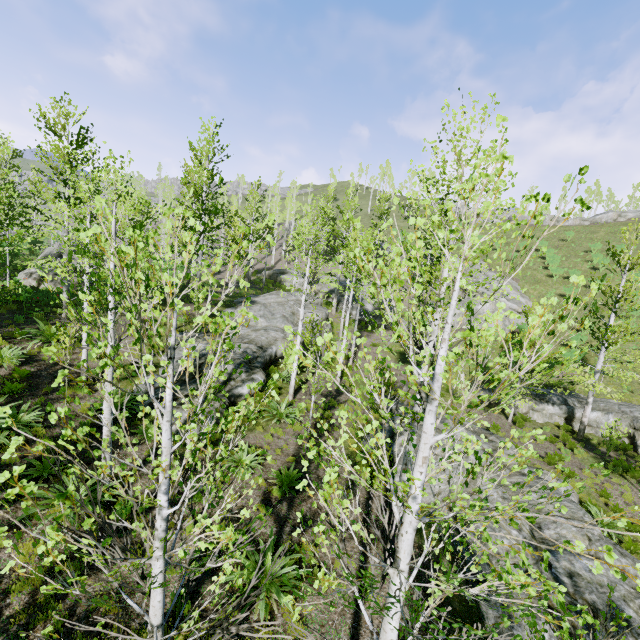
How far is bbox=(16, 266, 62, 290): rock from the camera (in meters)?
18.61

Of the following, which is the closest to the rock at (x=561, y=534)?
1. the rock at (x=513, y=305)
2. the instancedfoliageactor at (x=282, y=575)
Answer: the instancedfoliageactor at (x=282, y=575)

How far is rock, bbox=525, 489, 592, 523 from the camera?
10.1m

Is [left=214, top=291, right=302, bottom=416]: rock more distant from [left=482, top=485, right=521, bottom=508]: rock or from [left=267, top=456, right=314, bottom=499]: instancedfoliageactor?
[left=482, top=485, right=521, bottom=508]: rock

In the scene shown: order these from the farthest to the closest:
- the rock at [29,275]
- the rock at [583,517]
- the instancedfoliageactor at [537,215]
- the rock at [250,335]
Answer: the rock at [29,275]
the rock at [250,335]
the rock at [583,517]
the instancedfoliageactor at [537,215]

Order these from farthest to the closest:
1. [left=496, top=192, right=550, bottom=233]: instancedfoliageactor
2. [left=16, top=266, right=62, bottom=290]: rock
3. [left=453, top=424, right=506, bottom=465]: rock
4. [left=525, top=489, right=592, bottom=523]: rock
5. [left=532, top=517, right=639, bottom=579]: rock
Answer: [left=16, top=266, right=62, bottom=290]: rock < [left=453, top=424, right=506, bottom=465]: rock < [left=525, top=489, right=592, bottom=523]: rock < [left=532, top=517, right=639, bottom=579]: rock < [left=496, top=192, right=550, bottom=233]: instancedfoliageactor

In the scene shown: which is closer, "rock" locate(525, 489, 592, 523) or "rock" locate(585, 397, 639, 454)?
"rock" locate(525, 489, 592, 523)

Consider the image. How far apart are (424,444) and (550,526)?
11.1m
